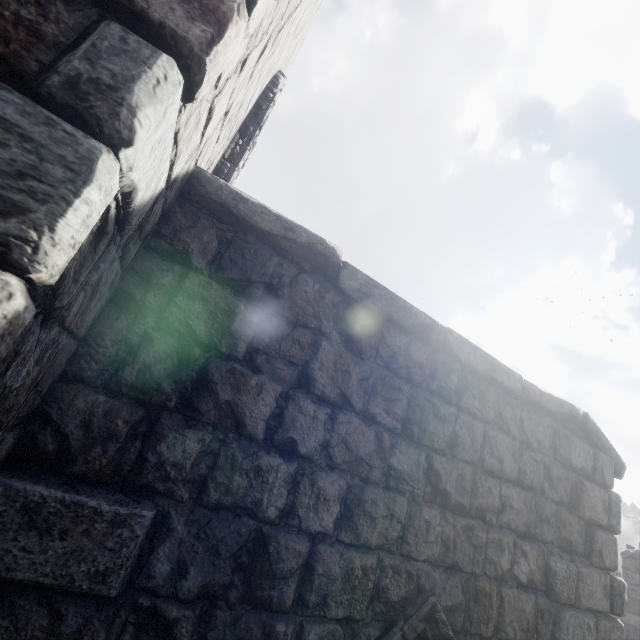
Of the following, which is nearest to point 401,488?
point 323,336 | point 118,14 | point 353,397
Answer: point 353,397
